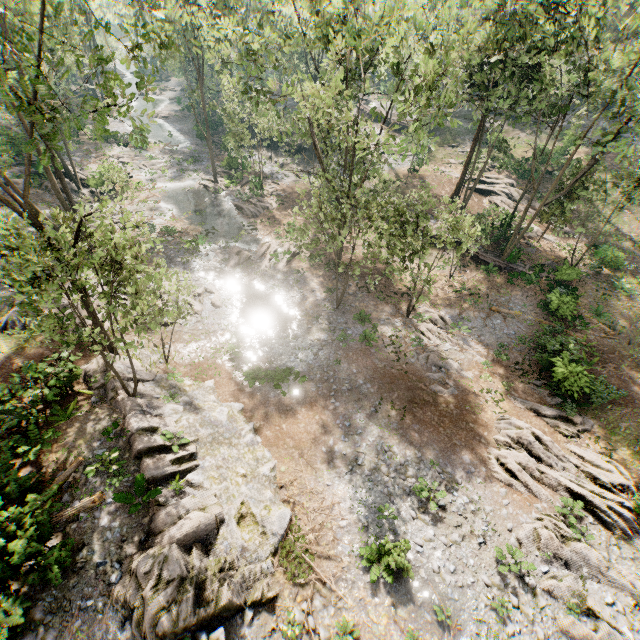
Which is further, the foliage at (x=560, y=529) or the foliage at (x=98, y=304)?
the foliage at (x=560, y=529)

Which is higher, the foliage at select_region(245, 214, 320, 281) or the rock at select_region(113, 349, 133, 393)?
the rock at select_region(113, 349, 133, 393)

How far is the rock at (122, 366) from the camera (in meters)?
16.43

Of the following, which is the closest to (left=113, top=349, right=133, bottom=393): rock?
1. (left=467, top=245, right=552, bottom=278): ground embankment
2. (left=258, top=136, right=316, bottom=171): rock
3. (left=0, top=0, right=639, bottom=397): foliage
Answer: (left=0, top=0, right=639, bottom=397): foliage

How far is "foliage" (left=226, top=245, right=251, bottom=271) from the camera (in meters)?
27.86

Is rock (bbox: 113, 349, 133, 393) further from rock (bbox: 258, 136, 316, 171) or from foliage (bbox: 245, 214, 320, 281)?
rock (bbox: 258, 136, 316, 171)

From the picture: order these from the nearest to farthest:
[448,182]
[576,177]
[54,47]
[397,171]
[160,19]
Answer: [160,19]
[576,177]
[448,182]
[397,171]
[54,47]
